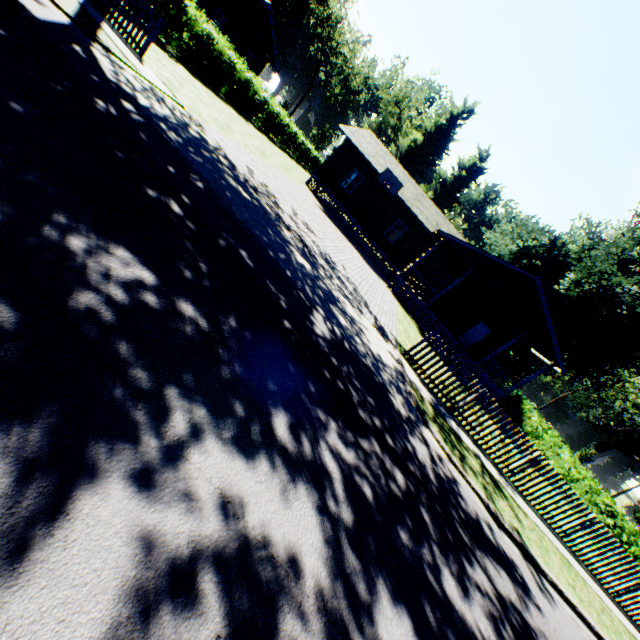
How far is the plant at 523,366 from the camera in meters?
42.5

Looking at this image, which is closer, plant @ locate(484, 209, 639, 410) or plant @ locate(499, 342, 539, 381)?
plant @ locate(484, 209, 639, 410)

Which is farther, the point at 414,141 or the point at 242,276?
the point at 414,141

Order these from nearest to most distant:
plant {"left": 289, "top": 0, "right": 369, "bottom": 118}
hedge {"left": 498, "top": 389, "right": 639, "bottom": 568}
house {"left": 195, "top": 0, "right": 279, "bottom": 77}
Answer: hedge {"left": 498, "top": 389, "right": 639, "bottom": 568}, house {"left": 195, "top": 0, "right": 279, "bottom": 77}, plant {"left": 289, "top": 0, "right": 369, "bottom": 118}

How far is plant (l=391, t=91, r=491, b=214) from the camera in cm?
5019

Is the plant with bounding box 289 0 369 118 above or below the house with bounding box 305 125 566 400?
above

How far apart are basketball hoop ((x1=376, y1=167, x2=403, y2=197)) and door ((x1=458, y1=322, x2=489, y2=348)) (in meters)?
11.43

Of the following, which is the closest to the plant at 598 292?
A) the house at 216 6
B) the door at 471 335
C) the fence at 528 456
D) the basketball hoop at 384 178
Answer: the fence at 528 456
